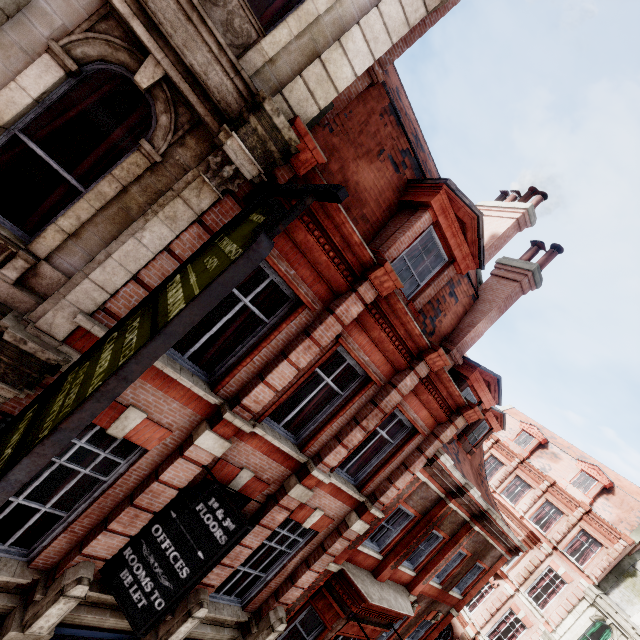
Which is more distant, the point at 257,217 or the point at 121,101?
the point at 121,101

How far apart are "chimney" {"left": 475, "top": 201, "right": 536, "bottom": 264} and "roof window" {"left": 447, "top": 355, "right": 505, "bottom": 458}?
3.4m

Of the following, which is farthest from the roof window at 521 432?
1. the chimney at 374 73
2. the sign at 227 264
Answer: the chimney at 374 73

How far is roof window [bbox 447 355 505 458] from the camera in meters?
10.6

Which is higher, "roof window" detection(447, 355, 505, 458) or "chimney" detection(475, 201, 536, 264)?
"chimney" detection(475, 201, 536, 264)

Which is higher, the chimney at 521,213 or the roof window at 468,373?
the chimney at 521,213

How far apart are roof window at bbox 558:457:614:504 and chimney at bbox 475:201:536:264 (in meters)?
24.30

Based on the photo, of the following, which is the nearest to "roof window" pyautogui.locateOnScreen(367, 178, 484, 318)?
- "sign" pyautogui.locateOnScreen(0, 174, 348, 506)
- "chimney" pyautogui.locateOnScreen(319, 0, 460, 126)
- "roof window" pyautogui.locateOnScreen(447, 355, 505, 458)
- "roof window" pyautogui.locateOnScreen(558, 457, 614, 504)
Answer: "chimney" pyautogui.locateOnScreen(319, 0, 460, 126)
